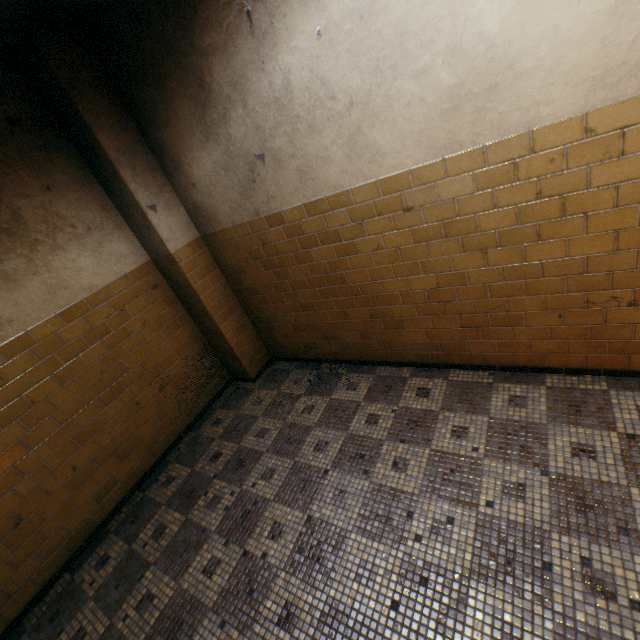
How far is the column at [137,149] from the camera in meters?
2.8 m

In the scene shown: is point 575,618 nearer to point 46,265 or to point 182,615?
point 182,615

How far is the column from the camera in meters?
2.8
